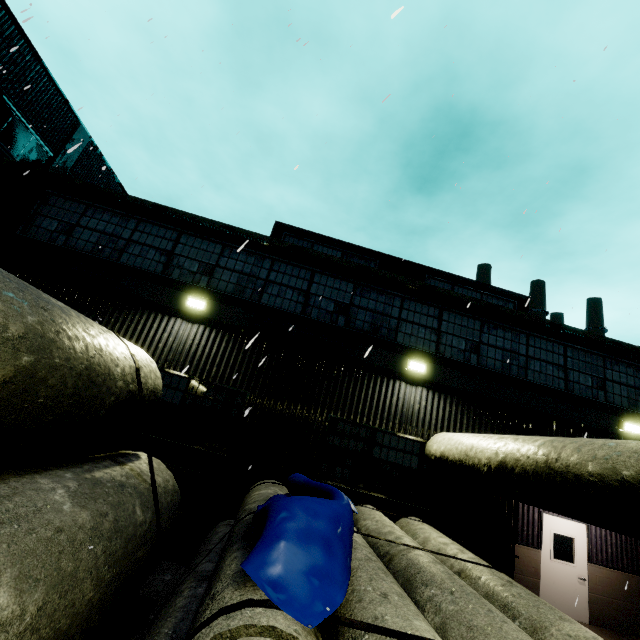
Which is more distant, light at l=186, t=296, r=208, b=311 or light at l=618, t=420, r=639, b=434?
light at l=618, t=420, r=639, b=434

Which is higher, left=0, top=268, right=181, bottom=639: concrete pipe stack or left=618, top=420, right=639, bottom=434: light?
left=618, top=420, right=639, bottom=434: light

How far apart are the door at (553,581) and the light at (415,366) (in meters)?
6.06

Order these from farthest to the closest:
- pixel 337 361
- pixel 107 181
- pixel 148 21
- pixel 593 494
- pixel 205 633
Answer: pixel 107 181
pixel 337 361
pixel 148 21
pixel 593 494
pixel 205 633

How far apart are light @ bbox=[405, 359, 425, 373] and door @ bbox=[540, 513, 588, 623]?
6.1 meters

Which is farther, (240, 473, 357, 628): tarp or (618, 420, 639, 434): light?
(618, 420, 639, 434): light

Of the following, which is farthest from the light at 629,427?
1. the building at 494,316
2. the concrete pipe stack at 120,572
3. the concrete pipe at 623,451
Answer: the concrete pipe stack at 120,572

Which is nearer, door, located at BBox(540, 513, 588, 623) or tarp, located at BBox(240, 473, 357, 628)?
tarp, located at BBox(240, 473, 357, 628)
